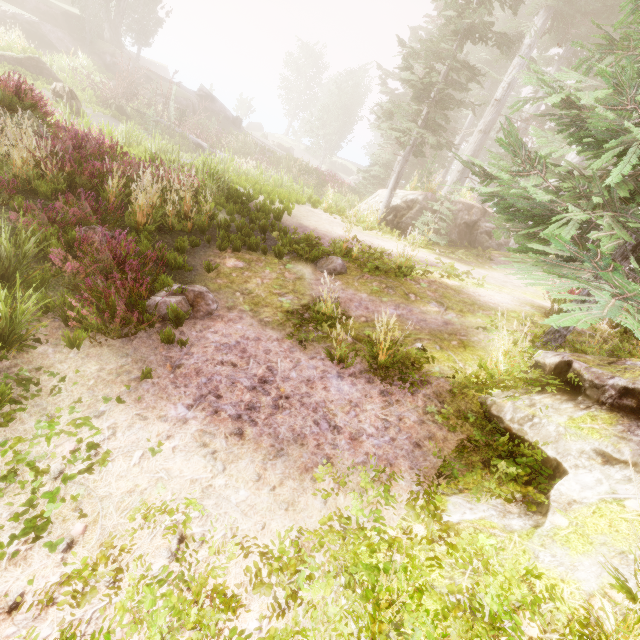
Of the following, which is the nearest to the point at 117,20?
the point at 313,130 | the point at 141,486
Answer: the point at 313,130

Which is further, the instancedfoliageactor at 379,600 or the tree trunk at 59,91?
the tree trunk at 59,91

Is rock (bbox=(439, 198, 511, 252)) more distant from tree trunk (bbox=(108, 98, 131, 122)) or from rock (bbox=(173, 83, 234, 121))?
rock (bbox=(173, 83, 234, 121))

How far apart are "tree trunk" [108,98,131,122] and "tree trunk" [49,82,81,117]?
3.67m

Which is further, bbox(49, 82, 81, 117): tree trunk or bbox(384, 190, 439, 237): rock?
bbox(49, 82, 81, 117): tree trunk

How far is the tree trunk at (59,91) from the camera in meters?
14.3 m

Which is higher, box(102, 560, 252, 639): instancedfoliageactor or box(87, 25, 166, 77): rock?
box(87, 25, 166, 77): rock

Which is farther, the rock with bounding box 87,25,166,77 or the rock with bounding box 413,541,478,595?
the rock with bounding box 87,25,166,77
